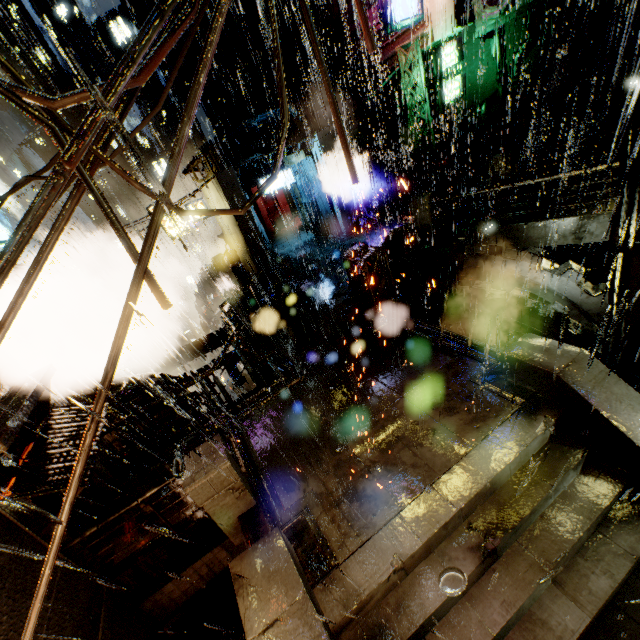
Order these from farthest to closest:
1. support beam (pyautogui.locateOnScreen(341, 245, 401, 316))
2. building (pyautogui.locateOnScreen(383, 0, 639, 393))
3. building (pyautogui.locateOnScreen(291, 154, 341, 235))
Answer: building (pyautogui.locateOnScreen(291, 154, 341, 235)), support beam (pyautogui.locateOnScreen(341, 245, 401, 316)), building (pyautogui.locateOnScreen(383, 0, 639, 393))

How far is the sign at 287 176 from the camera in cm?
2165

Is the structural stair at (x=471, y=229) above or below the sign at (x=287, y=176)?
below

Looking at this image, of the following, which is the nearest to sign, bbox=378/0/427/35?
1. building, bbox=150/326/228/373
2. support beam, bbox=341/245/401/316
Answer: support beam, bbox=341/245/401/316

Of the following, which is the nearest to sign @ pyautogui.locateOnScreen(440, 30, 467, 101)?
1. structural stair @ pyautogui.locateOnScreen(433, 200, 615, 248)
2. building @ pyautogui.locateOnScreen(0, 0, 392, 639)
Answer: building @ pyautogui.locateOnScreen(0, 0, 392, 639)

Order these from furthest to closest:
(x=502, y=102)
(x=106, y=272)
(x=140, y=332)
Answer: (x=140, y=332) → (x=106, y=272) → (x=502, y=102)

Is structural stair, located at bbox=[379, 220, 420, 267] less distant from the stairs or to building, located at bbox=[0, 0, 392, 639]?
building, located at bbox=[0, 0, 392, 639]

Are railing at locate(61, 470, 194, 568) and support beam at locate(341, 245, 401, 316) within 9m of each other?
yes
